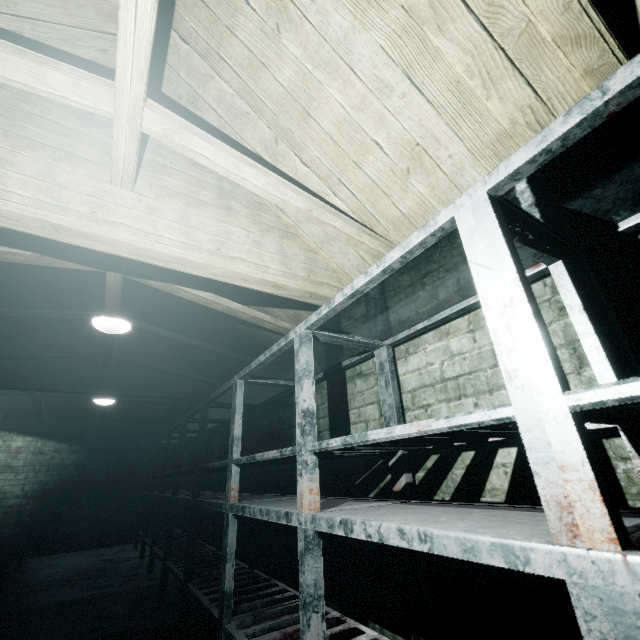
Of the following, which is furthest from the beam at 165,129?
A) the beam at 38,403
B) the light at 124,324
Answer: the beam at 38,403

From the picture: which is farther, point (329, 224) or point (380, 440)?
point (329, 224)

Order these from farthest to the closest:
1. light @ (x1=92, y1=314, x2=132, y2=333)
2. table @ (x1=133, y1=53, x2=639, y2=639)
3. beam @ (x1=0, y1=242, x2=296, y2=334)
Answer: light @ (x1=92, y1=314, x2=132, y2=333)
beam @ (x1=0, y1=242, x2=296, y2=334)
table @ (x1=133, y1=53, x2=639, y2=639)

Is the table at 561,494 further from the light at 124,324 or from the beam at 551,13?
the light at 124,324

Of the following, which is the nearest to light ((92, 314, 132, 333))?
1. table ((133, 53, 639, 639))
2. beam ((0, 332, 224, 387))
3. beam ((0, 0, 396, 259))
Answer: beam ((0, 332, 224, 387))

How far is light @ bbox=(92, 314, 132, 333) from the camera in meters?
2.8

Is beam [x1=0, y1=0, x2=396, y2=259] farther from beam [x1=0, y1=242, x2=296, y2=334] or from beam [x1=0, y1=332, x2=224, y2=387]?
beam [x1=0, y1=332, x2=224, y2=387]

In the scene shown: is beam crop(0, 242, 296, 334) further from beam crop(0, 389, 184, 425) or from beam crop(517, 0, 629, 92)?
beam crop(0, 389, 184, 425)
